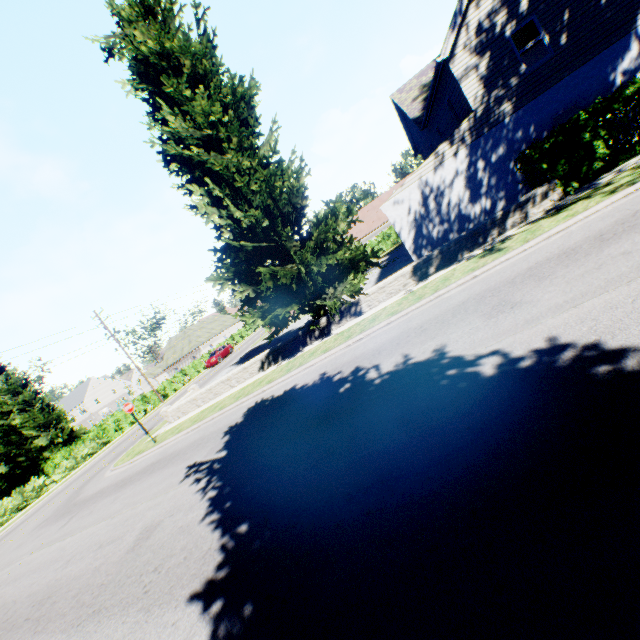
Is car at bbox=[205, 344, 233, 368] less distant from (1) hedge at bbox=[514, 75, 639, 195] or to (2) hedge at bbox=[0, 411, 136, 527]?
(2) hedge at bbox=[0, 411, 136, 527]

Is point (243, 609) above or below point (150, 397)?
below

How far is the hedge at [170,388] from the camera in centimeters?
3678cm

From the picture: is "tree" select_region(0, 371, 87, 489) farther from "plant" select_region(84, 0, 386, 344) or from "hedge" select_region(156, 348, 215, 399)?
"plant" select_region(84, 0, 386, 344)

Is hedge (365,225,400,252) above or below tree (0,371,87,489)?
below

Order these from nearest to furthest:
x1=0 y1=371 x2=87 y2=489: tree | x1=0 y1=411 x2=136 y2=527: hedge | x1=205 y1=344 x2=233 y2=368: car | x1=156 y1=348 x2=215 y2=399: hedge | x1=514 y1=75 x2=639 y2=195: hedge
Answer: x1=514 y1=75 x2=639 y2=195: hedge
x1=0 y1=411 x2=136 y2=527: hedge
x1=0 y1=371 x2=87 y2=489: tree
x1=156 y1=348 x2=215 y2=399: hedge
x1=205 y1=344 x2=233 y2=368: car
